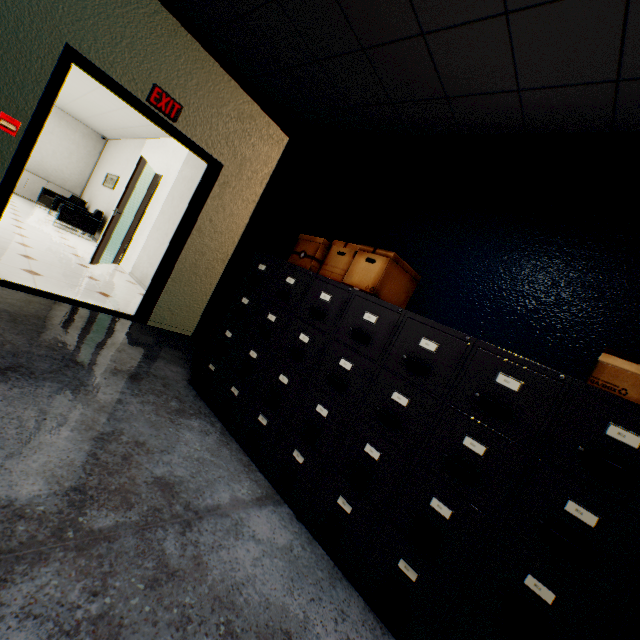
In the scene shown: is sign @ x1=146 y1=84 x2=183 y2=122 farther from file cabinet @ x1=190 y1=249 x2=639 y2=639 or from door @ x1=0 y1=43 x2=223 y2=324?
file cabinet @ x1=190 y1=249 x2=639 y2=639

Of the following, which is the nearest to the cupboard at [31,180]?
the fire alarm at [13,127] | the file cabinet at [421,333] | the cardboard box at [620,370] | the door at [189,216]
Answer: the door at [189,216]

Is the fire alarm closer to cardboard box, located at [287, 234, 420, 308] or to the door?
the door

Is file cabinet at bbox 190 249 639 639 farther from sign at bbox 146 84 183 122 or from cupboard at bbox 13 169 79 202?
cupboard at bbox 13 169 79 202

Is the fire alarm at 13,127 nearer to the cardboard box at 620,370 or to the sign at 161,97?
the sign at 161,97

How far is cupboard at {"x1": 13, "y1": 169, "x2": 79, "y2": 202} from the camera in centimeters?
975cm

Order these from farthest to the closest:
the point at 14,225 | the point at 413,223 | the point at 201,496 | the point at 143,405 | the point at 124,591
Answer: the point at 14,225
the point at 413,223
the point at 143,405
the point at 201,496
the point at 124,591

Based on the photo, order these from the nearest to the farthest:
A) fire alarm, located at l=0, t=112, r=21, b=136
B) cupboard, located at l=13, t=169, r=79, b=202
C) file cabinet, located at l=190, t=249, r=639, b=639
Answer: file cabinet, located at l=190, t=249, r=639, b=639, fire alarm, located at l=0, t=112, r=21, b=136, cupboard, located at l=13, t=169, r=79, b=202
